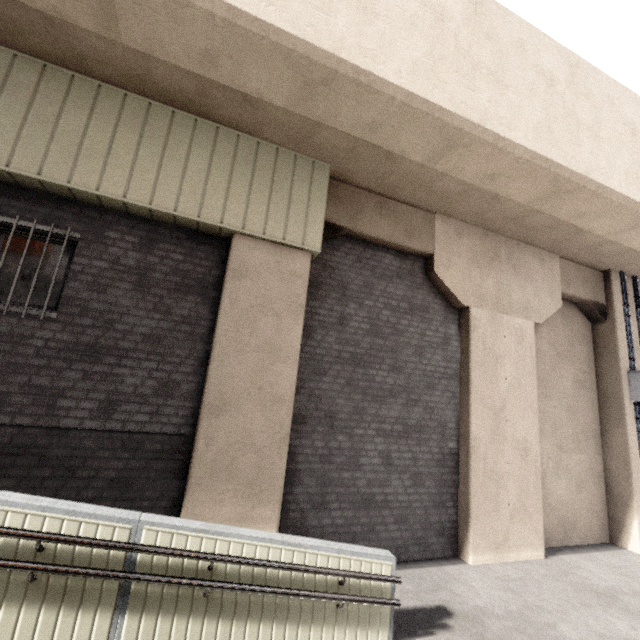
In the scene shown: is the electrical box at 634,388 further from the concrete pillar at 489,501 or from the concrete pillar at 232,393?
the concrete pillar at 232,393

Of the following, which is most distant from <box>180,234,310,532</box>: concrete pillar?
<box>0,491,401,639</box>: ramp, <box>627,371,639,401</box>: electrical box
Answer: <box>627,371,639,401</box>: electrical box

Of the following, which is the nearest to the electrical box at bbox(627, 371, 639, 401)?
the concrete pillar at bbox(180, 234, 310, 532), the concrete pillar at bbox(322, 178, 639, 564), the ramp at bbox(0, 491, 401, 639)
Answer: the concrete pillar at bbox(322, 178, 639, 564)

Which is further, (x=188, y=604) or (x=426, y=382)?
(x=426, y=382)

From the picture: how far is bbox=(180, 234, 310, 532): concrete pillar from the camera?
4.54m

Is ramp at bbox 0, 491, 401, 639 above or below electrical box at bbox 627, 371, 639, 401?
below

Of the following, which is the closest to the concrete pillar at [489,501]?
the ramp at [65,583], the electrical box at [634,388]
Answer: the electrical box at [634,388]

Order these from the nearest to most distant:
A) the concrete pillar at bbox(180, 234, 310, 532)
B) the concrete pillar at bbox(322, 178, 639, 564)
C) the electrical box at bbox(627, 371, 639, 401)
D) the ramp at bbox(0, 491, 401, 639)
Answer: the ramp at bbox(0, 491, 401, 639) < the concrete pillar at bbox(180, 234, 310, 532) < the concrete pillar at bbox(322, 178, 639, 564) < the electrical box at bbox(627, 371, 639, 401)
